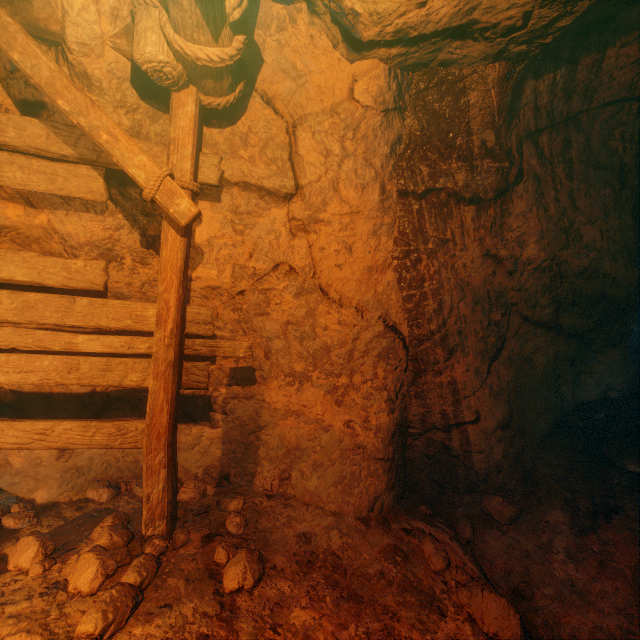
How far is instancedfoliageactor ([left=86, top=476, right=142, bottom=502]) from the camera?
3.3 meters

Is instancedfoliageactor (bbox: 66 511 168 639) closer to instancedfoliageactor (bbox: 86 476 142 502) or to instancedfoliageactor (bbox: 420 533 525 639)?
instancedfoliageactor (bbox: 86 476 142 502)

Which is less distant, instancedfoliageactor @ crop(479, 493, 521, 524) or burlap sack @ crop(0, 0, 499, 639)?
burlap sack @ crop(0, 0, 499, 639)

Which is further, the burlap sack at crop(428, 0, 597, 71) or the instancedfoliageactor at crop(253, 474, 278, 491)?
the instancedfoliageactor at crop(253, 474, 278, 491)

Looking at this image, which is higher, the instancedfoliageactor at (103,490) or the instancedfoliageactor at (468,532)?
the instancedfoliageactor at (103,490)

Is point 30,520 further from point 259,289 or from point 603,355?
point 603,355

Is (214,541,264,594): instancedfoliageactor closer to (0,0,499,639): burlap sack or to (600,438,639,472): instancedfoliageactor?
(0,0,499,639): burlap sack

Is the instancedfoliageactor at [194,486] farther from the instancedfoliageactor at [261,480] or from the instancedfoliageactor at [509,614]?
the instancedfoliageactor at [509,614]
